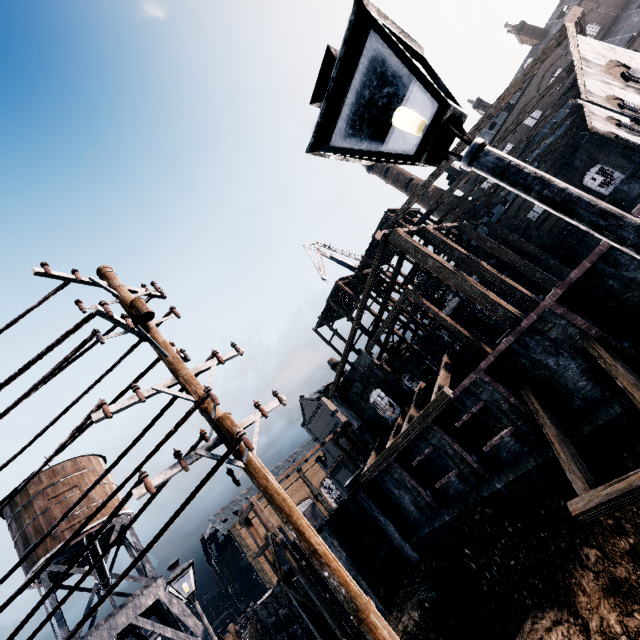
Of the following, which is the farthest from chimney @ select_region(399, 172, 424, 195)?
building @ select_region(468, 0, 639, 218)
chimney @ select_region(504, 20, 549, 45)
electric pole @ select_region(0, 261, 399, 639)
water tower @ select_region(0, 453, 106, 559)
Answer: water tower @ select_region(0, 453, 106, 559)

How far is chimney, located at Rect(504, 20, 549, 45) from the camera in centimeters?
4259cm

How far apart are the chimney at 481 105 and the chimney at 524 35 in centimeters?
749cm

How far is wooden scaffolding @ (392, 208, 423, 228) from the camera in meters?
36.0

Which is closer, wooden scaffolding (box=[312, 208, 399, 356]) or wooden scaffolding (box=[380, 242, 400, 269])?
wooden scaffolding (box=[380, 242, 400, 269])

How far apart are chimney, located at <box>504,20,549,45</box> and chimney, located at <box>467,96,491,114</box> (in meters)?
7.49

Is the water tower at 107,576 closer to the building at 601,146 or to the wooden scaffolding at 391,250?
the building at 601,146

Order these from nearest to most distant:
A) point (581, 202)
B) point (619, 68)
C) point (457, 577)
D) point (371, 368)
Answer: point (581, 202) → point (619, 68) → point (457, 577) → point (371, 368)
